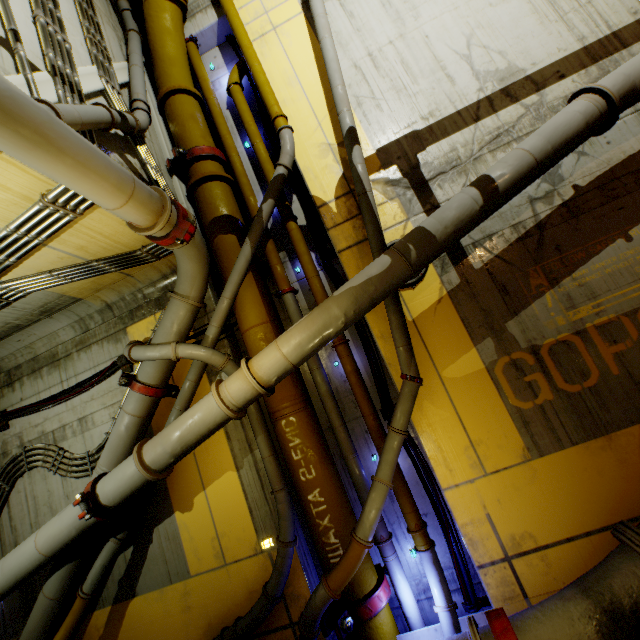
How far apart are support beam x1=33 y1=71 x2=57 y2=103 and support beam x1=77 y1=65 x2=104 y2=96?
0.3 meters

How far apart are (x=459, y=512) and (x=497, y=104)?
6.5m

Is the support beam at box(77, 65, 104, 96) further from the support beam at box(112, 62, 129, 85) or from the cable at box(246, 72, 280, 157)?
the cable at box(246, 72, 280, 157)

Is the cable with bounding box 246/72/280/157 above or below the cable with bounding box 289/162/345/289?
above

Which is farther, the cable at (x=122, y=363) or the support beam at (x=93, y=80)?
the cable at (x=122, y=363)

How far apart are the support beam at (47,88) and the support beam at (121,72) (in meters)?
1.76

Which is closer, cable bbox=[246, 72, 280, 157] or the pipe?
the pipe

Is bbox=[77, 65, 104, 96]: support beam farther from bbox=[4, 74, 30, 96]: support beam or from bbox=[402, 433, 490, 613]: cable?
bbox=[402, 433, 490, 613]: cable
